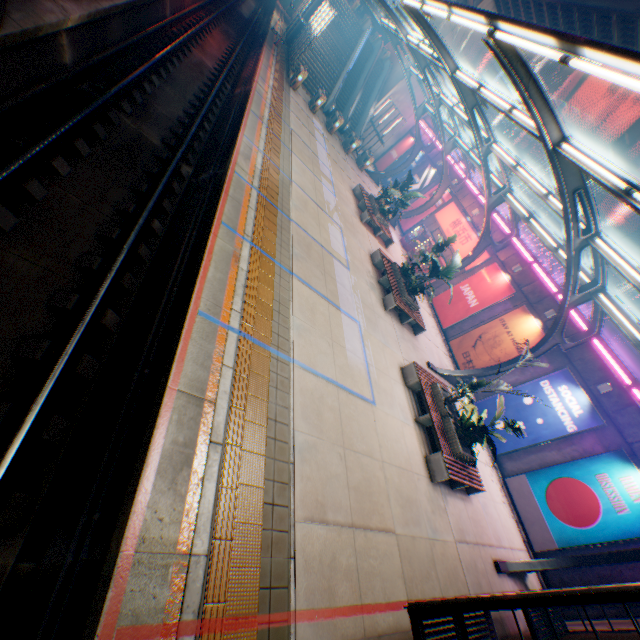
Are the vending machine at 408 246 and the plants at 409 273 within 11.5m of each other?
yes

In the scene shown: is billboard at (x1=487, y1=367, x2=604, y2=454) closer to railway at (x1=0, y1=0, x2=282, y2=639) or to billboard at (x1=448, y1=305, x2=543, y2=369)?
billboard at (x1=448, y1=305, x2=543, y2=369)

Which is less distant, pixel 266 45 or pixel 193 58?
pixel 193 58

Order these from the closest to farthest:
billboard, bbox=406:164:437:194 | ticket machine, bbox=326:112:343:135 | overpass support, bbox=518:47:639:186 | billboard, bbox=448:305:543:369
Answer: billboard, bbox=448:305:543:369
overpass support, bbox=518:47:639:186
ticket machine, bbox=326:112:343:135
billboard, bbox=406:164:437:194

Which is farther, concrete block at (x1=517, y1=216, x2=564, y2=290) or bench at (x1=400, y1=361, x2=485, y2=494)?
concrete block at (x1=517, y1=216, x2=564, y2=290)

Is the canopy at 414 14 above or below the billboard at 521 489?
above

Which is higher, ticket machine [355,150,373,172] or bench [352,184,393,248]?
ticket machine [355,150,373,172]

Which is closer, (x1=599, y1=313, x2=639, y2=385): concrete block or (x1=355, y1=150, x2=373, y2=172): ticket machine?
(x1=599, y1=313, x2=639, y2=385): concrete block
